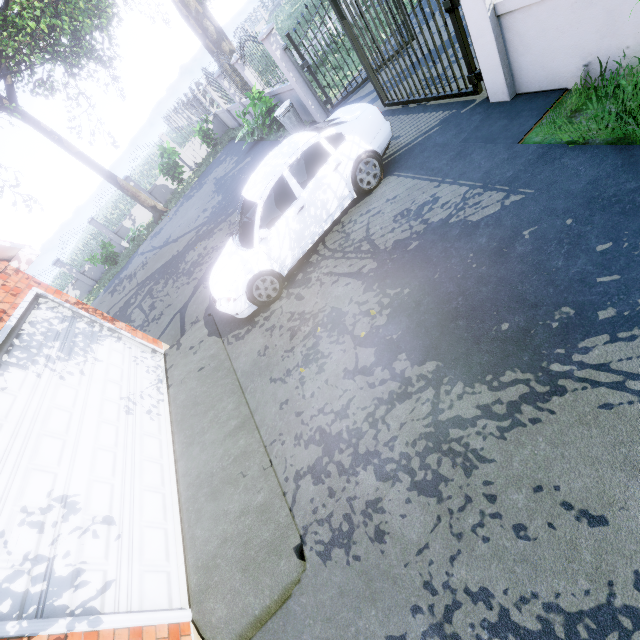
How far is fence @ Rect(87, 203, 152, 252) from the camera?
19.4m

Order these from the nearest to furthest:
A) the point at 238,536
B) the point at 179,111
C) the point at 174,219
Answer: the point at 238,536
the point at 174,219
the point at 179,111

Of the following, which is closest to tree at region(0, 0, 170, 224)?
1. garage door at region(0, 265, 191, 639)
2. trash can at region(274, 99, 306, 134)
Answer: garage door at region(0, 265, 191, 639)

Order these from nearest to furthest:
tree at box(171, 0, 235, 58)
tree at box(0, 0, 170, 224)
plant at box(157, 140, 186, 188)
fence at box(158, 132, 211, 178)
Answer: tree at box(0, 0, 170, 224)
tree at box(171, 0, 235, 58)
plant at box(157, 140, 186, 188)
fence at box(158, 132, 211, 178)

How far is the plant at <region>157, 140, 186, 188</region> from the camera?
16.9m

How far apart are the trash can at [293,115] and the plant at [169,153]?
9.5m

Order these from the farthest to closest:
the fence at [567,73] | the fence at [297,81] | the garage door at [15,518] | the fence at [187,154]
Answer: the fence at [187,154]
the fence at [297,81]
the fence at [567,73]
the garage door at [15,518]

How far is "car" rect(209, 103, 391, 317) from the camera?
5.3m
